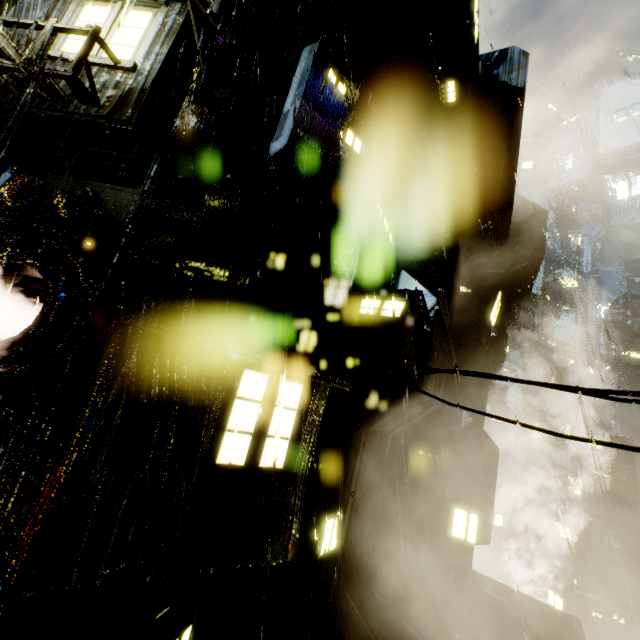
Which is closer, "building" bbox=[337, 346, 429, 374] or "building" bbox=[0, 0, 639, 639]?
"building" bbox=[0, 0, 639, 639]

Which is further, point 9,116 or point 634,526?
point 634,526

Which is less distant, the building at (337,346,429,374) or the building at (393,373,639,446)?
the building at (337,346,429,374)

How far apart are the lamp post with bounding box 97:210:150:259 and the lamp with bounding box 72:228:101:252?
0.1 meters

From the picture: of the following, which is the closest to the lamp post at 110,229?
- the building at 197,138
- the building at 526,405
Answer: the building at 197,138

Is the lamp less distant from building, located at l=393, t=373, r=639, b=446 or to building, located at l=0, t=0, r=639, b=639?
building, located at l=0, t=0, r=639, b=639

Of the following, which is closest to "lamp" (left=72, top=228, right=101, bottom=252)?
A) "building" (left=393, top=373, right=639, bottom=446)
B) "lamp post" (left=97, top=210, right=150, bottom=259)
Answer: "lamp post" (left=97, top=210, right=150, bottom=259)

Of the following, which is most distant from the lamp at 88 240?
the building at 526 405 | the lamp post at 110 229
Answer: the building at 526 405
